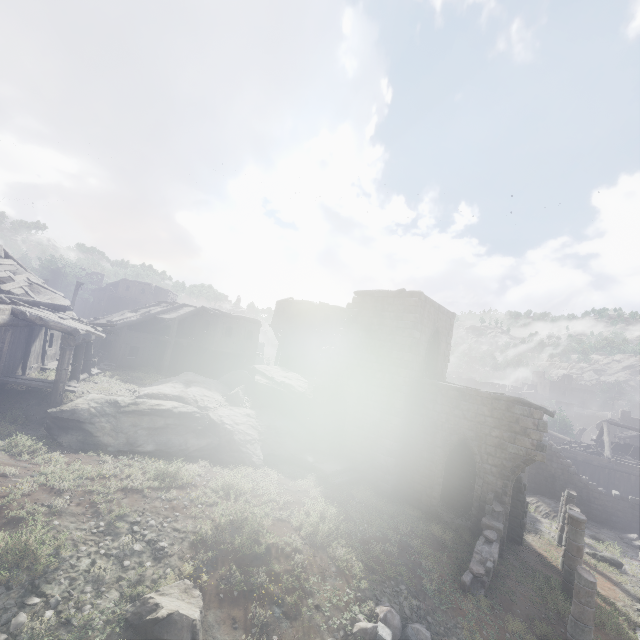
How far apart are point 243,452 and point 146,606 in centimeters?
837cm

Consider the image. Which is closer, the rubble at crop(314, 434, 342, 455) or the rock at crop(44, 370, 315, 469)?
the rock at crop(44, 370, 315, 469)

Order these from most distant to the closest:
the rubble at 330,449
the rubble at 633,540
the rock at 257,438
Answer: the rubble at 633,540 → the rubble at 330,449 → the rock at 257,438

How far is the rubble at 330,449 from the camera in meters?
18.3

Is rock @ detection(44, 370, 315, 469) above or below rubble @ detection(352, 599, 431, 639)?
above

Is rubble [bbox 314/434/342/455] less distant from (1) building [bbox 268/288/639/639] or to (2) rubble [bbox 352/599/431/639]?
(1) building [bbox 268/288/639/639]

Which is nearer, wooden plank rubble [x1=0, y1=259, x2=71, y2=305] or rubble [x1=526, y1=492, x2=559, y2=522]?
wooden plank rubble [x1=0, y1=259, x2=71, y2=305]

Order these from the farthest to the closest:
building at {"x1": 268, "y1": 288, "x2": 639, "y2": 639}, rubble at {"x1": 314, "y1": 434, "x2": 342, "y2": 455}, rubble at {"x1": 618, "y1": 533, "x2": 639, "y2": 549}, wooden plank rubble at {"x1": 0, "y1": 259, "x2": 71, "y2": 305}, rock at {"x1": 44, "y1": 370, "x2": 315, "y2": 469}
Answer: rubble at {"x1": 618, "y1": 533, "x2": 639, "y2": 549} → rubble at {"x1": 314, "y1": 434, "x2": 342, "y2": 455} → wooden plank rubble at {"x1": 0, "y1": 259, "x2": 71, "y2": 305} → building at {"x1": 268, "y1": 288, "x2": 639, "y2": 639} → rock at {"x1": 44, "y1": 370, "x2": 315, "y2": 469}
